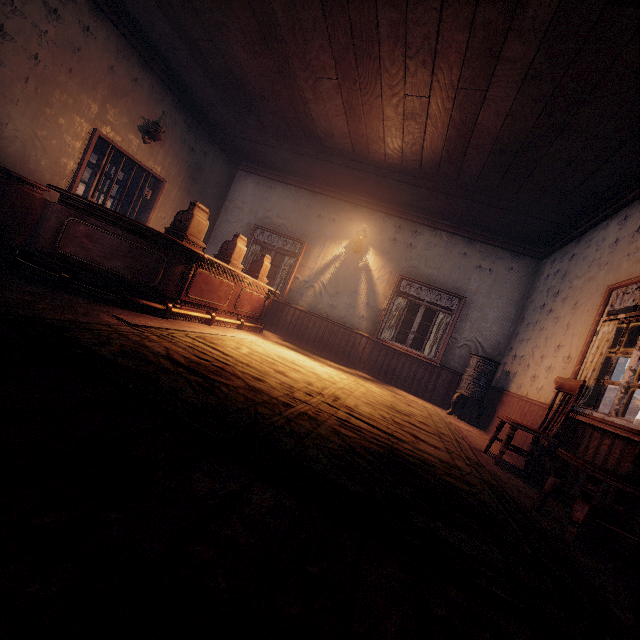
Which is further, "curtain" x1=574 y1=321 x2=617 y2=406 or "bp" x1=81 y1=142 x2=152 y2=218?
"bp" x1=81 y1=142 x2=152 y2=218

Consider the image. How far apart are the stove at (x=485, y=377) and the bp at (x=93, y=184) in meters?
7.2 m

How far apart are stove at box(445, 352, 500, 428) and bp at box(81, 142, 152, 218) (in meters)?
7.19

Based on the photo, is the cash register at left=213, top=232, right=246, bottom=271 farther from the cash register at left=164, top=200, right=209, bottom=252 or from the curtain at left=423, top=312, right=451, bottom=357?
the curtain at left=423, top=312, right=451, bottom=357

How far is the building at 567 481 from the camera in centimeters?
303cm

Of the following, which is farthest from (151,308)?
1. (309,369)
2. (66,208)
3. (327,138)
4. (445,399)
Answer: (445,399)

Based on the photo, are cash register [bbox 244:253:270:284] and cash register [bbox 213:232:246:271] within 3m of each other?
yes

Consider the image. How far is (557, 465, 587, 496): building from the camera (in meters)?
3.03
